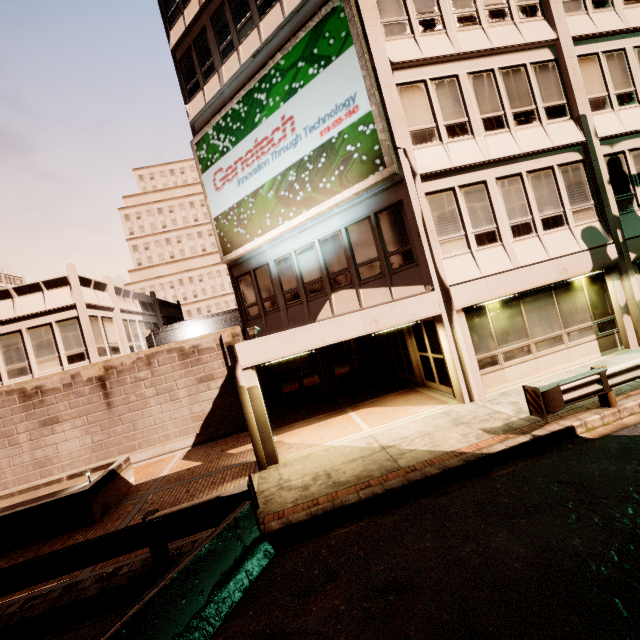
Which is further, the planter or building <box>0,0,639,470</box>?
building <box>0,0,639,470</box>

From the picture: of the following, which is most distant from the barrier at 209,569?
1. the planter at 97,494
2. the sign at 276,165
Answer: the sign at 276,165

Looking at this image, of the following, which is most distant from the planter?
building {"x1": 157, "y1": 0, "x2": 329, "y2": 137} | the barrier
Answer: the barrier

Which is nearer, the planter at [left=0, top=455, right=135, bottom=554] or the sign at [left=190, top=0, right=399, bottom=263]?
the planter at [left=0, top=455, right=135, bottom=554]

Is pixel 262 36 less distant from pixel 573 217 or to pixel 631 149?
pixel 573 217

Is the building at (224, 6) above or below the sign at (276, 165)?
above

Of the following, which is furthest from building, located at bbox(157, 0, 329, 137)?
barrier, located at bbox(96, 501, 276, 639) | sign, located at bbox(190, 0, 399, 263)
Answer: barrier, located at bbox(96, 501, 276, 639)
